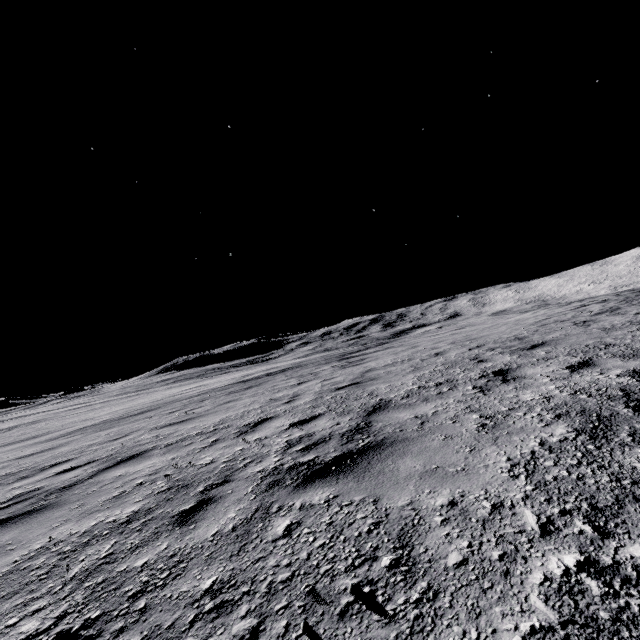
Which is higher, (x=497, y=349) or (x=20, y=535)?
(x=497, y=349)
